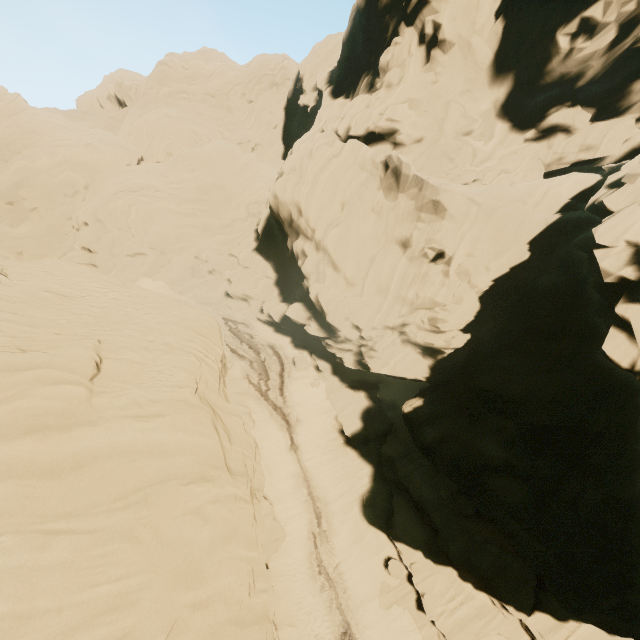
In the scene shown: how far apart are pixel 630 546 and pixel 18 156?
54.60m
